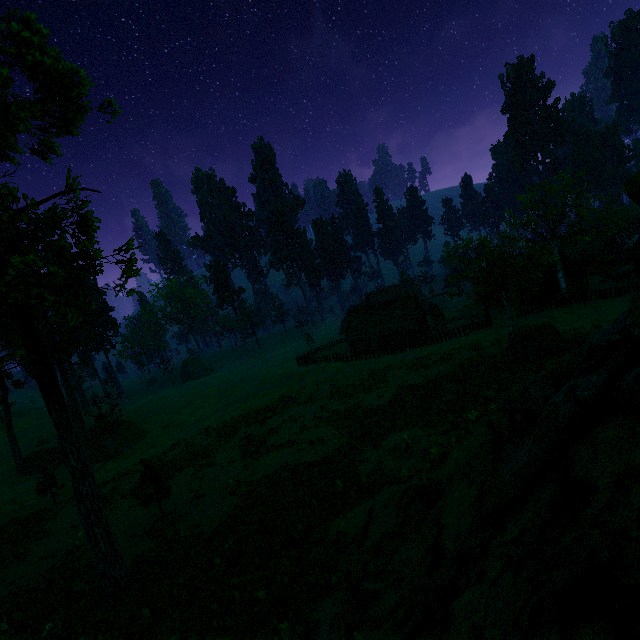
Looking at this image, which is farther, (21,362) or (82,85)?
(21,362)

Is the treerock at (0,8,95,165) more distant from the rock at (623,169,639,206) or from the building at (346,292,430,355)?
the rock at (623,169,639,206)

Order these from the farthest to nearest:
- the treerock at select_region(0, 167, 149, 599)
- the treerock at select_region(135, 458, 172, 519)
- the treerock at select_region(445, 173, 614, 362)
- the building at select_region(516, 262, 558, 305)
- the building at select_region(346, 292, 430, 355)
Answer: the building at select_region(346, 292, 430, 355)
the building at select_region(516, 262, 558, 305)
the treerock at select_region(445, 173, 614, 362)
the treerock at select_region(135, 458, 172, 519)
the treerock at select_region(0, 167, 149, 599)

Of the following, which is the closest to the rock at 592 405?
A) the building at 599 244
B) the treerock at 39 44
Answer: the treerock at 39 44

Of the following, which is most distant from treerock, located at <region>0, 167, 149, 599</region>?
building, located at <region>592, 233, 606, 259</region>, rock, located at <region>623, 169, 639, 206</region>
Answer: rock, located at <region>623, 169, 639, 206</region>

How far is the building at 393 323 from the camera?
51.47m
